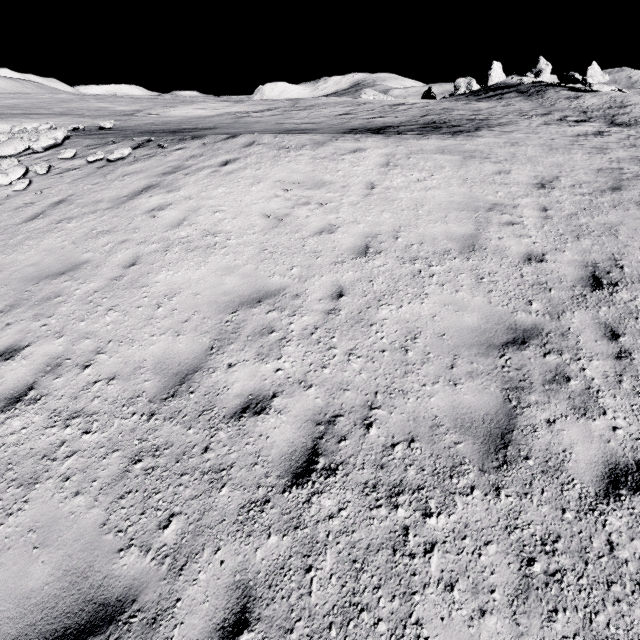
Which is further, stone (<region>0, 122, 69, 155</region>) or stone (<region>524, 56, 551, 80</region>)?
stone (<region>524, 56, 551, 80</region>)

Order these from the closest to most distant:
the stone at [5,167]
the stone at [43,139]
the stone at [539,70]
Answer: the stone at [5,167] → the stone at [43,139] → the stone at [539,70]

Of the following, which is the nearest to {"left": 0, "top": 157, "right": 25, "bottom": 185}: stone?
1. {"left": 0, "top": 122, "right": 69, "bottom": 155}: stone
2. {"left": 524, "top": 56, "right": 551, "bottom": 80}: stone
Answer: {"left": 0, "top": 122, "right": 69, "bottom": 155}: stone

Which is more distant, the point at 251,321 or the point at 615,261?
the point at 615,261

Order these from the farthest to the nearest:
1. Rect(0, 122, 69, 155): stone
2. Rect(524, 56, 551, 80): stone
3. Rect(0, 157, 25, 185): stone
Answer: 1. Rect(524, 56, 551, 80): stone
2. Rect(0, 122, 69, 155): stone
3. Rect(0, 157, 25, 185): stone

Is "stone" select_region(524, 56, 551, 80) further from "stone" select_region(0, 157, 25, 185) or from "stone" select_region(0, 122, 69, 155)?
"stone" select_region(0, 157, 25, 185)

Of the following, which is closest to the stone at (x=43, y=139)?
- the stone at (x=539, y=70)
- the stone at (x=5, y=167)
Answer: the stone at (x=5, y=167)

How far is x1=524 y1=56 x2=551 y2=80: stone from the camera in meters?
46.6
